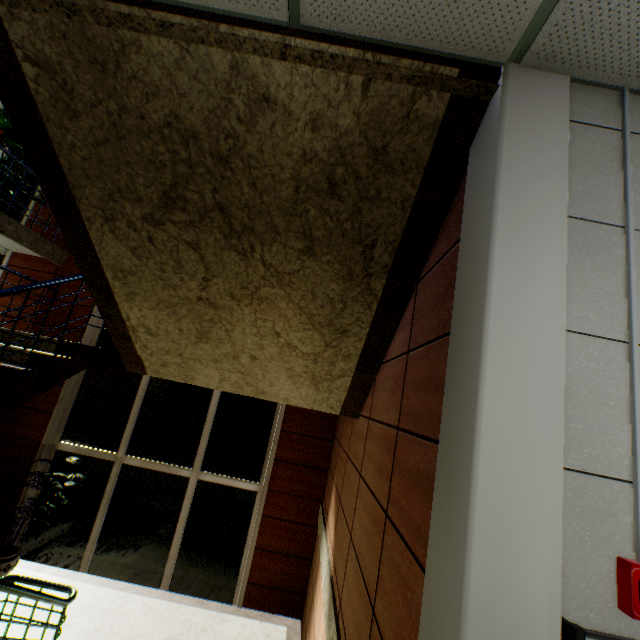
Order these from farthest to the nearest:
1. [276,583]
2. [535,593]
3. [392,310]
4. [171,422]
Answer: [171,422], [276,583], [392,310], [535,593]

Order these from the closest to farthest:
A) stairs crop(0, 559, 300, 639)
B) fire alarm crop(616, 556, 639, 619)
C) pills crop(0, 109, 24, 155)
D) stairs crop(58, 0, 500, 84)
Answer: fire alarm crop(616, 556, 639, 619) → stairs crop(58, 0, 500, 84) → stairs crop(0, 559, 300, 639) → pills crop(0, 109, 24, 155)

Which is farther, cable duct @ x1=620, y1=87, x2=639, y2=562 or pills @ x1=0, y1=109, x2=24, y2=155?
pills @ x1=0, y1=109, x2=24, y2=155

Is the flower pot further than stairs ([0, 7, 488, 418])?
Yes

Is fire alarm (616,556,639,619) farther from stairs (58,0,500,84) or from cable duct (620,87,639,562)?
stairs (58,0,500,84)

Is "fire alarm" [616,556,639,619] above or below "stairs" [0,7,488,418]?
below

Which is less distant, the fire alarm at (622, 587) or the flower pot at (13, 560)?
the fire alarm at (622, 587)

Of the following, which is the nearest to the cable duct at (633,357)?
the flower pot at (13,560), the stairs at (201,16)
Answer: the stairs at (201,16)
